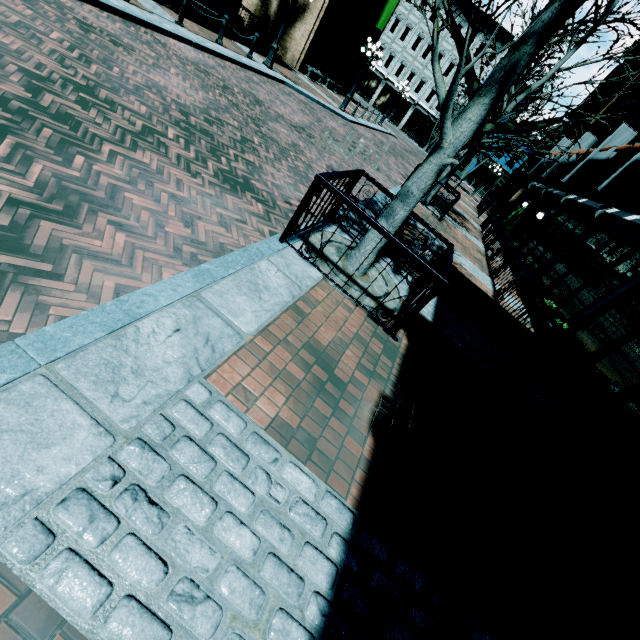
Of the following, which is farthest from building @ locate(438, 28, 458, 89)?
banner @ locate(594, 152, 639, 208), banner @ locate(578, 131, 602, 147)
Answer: banner @ locate(594, 152, 639, 208)

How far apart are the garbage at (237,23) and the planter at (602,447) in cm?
1876

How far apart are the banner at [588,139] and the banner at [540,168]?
4.8 meters

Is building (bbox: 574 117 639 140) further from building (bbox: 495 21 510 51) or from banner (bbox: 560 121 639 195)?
building (bbox: 495 21 510 51)

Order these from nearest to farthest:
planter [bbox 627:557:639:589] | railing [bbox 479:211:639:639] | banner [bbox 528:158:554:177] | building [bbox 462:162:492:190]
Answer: railing [bbox 479:211:639:639] → planter [bbox 627:557:639:589] → banner [bbox 528:158:554:177] → building [bbox 462:162:492:190]

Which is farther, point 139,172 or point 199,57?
point 199,57

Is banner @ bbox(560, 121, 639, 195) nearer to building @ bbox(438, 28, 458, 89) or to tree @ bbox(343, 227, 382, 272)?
tree @ bbox(343, 227, 382, 272)

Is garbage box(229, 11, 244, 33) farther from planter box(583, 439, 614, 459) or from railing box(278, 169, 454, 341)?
planter box(583, 439, 614, 459)
